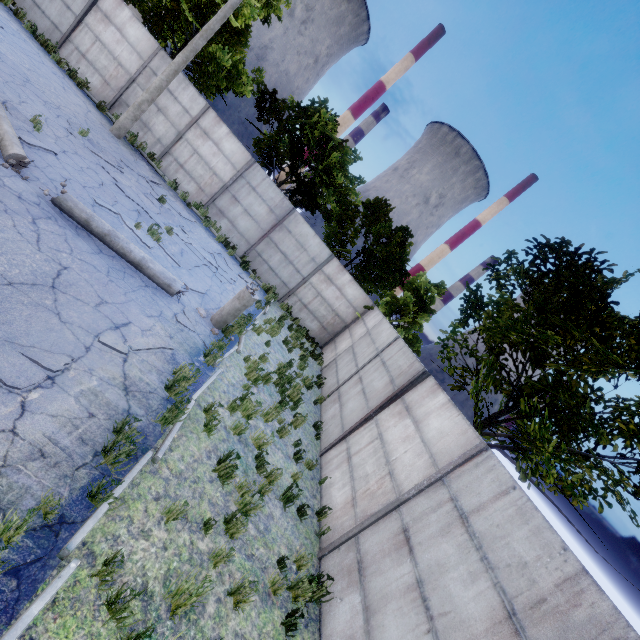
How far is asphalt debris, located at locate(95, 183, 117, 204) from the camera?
8.7m

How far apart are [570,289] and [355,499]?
6.4m

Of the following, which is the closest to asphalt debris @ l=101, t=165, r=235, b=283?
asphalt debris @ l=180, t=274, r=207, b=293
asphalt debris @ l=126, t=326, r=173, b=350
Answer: asphalt debris @ l=180, t=274, r=207, b=293

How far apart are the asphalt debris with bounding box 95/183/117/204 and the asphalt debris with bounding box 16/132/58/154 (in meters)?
1.02

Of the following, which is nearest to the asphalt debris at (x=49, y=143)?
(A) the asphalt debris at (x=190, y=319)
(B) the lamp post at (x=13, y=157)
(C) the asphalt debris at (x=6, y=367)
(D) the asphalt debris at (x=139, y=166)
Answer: (B) the lamp post at (x=13, y=157)

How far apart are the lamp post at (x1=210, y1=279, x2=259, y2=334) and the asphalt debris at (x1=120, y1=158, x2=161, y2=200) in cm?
751

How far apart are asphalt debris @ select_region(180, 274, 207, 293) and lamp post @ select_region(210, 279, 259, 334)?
0.9m

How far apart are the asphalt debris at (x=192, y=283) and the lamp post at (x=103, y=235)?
1.0m
